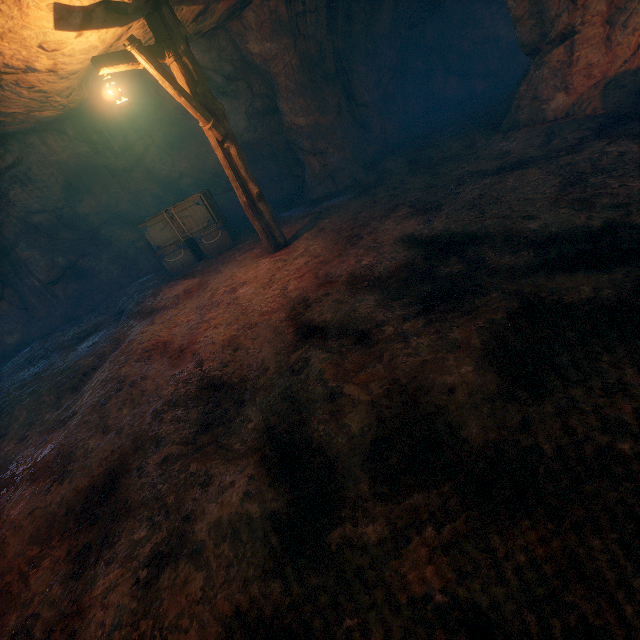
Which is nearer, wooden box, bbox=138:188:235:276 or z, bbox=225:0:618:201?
z, bbox=225:0:618:201

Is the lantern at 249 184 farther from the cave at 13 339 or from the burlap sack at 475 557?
the cave at 13 339

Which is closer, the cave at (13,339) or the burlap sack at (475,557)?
the burlap sack at (475,557)

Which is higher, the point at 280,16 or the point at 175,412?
the point at 280,16

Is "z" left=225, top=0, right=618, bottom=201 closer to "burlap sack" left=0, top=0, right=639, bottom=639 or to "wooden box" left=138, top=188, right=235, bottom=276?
"burlap sack" left=0, top=0, right=639, bottom=639

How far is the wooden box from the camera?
9.3 meters

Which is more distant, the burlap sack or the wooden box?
the wooden box

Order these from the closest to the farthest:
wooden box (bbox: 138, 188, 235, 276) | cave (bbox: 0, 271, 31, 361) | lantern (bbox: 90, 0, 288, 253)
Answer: lantern (bbox: 90, 0, 288, 253)
wooden box (bbox: 138, 188, 235, 276)
cave (bbox: 0, 271, 31, 361)
